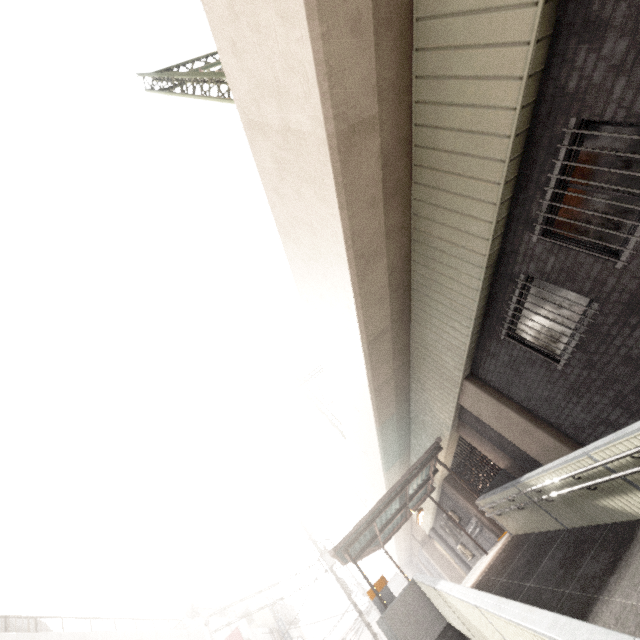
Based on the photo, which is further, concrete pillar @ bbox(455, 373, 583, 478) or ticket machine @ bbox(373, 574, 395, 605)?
ticket machine @ bbox(373, 574, 395, 605)

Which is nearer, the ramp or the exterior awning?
the ramp

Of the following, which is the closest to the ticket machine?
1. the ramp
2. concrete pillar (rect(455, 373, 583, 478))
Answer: the ramp

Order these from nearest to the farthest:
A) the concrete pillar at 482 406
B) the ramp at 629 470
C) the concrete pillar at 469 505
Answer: the ramp at 629 470
the concrete pillar at 482 406
the concrete pillar at 469 505

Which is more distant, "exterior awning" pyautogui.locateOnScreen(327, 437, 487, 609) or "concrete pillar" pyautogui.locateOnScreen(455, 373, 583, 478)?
"exterior awning" pyautogui.locateOnScreen(327, 437, 487, 609)

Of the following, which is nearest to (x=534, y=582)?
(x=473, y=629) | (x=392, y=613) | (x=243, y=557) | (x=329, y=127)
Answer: (x=473, y=629)

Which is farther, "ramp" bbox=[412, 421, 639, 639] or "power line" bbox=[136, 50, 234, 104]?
"power line" bbox=[136, 50, 234, 104]

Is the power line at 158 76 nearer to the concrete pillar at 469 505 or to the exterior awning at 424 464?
the exterior awning at 424 464
